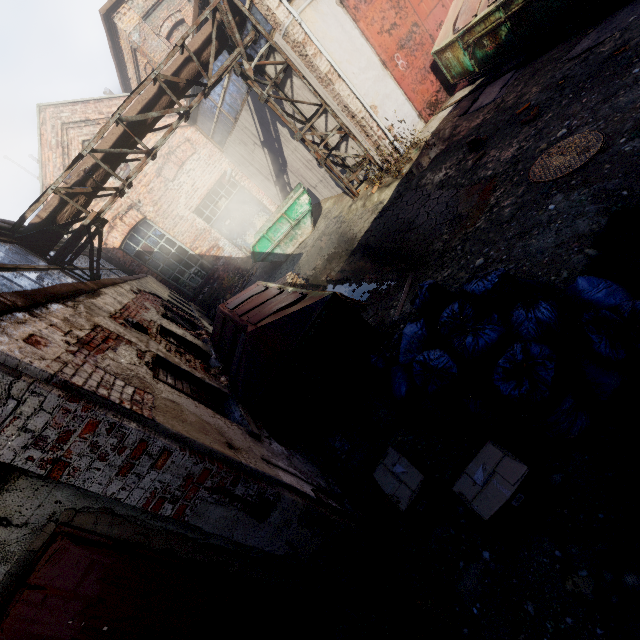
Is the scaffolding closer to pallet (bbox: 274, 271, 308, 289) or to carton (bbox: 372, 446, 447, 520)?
pallet (bbox: 274, 271, 308, 289)

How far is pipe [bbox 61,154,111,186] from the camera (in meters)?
7.38

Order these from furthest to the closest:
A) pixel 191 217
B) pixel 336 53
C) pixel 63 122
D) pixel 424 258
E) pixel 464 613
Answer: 1. pixel 191 217
2. pixel 63 122
3. pixel 336 53
4. pixel 424 258
5. pixel 464 613

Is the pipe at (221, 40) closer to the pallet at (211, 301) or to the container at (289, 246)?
the container at (289, 246)

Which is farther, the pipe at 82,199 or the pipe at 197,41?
the pipe at 197,41

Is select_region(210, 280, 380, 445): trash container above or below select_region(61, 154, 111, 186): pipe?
below

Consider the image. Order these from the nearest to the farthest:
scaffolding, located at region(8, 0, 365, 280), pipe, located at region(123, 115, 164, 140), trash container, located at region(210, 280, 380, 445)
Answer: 1. trash container, located at region(210, 280, 380, 445)
2. scaffolding, located at region(8, 0, 365, 280)
3. pipe, located at region(123, 115, 164, 140)
